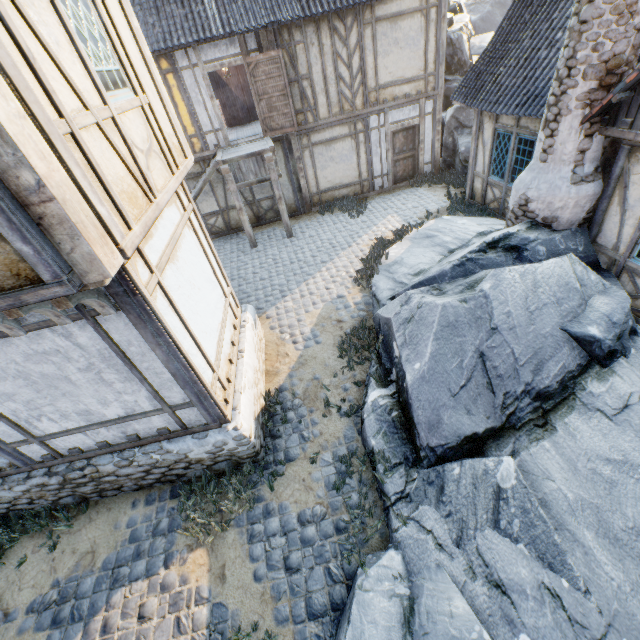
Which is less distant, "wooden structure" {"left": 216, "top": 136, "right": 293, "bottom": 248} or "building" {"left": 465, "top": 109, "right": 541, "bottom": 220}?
"building" {"left": 465, "top": 109, "right": 541, "bottom": 220}

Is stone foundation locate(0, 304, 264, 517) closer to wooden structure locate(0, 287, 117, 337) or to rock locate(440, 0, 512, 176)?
wooden structure locate(0, 287, 117, 337)

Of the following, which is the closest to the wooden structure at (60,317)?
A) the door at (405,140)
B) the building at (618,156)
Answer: the building at (618,156)

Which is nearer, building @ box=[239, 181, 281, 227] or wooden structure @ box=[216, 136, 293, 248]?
wooden structure @ box=[216, 136, 293, 248]

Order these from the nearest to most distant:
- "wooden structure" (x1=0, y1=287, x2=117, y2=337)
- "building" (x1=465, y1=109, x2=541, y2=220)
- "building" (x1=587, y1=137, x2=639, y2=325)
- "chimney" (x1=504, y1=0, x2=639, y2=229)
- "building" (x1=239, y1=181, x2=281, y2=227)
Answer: "wooden structure" (x1=0, y1=287, x2=117, y2=337), "chimney" (x1=504, y1=0, x2=639, y2=229), "building" (x1=587, y1=137, x2=639, y2=325), "building" (x1=465, y1=109, x2=541, y2=220), "building" (x1=239, y1=181, x2=281, y2=227)

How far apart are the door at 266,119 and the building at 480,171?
5.6m

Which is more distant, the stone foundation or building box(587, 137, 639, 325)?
building box(587, 137, 639, 325)

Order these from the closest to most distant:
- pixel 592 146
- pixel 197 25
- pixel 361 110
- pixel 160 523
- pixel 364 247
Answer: pixel 160 523 → pixel 592 146 → pixel 197 25 → pixel 364 247 → pixel 361 110
